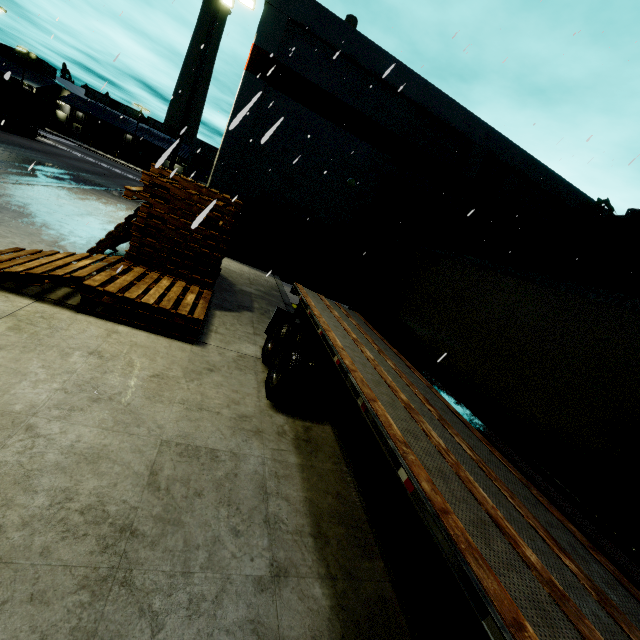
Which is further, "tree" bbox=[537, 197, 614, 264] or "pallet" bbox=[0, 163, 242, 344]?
"tree" bbox=[537, 197, 614, 264]

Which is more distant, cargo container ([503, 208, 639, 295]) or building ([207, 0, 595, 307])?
building ([207, 0, 595, 307])

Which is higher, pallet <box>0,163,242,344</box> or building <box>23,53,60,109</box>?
building <box>23,53,60,109</box>

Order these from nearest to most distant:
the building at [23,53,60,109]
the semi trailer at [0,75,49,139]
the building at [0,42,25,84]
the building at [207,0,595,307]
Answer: the building at [207,0,595,307], the semi trailer at [0,75,49,139], the building at [0,42,25,84], the building at [23,53,60,109]

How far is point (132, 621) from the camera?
2.2m

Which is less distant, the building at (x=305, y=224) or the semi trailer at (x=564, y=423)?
the semi trailer at (x=564, y=423)

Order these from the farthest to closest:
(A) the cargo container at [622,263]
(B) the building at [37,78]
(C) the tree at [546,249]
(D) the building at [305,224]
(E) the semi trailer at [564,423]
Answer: (B) the building at [37,78] → (C) the tree at [546,249] → (D) the building at [305,224] → (A) the cargo container at [622,263] → (E) the semi trailer at [564,423]

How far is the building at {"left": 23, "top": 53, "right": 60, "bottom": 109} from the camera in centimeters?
5516cm
